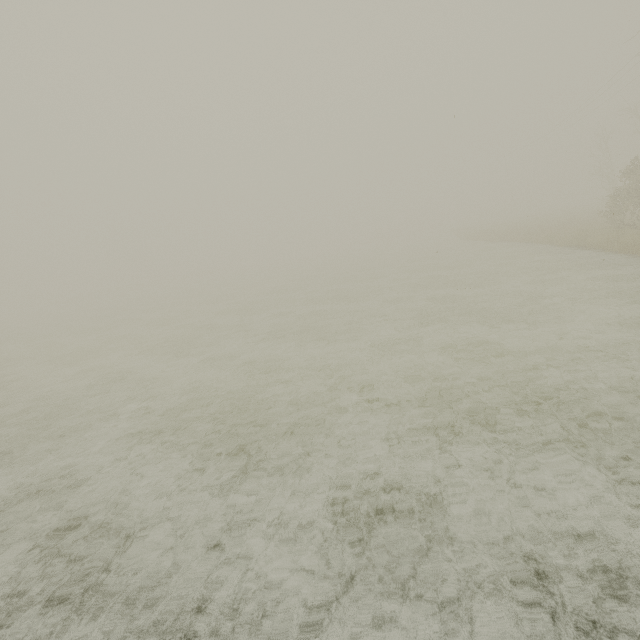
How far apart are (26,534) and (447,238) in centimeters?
4568cm
